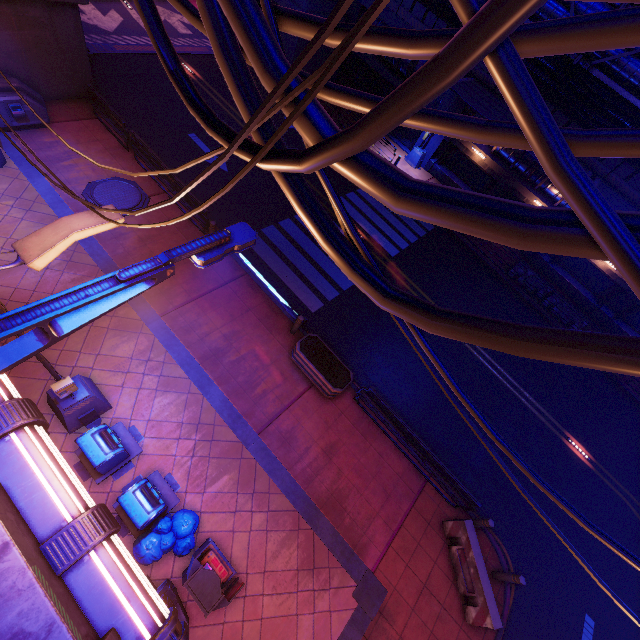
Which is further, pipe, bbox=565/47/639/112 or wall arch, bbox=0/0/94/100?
pipe, bbox=565/47/639/112

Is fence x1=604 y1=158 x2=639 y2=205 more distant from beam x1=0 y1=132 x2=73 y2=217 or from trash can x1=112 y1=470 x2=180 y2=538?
trash can x1=112 y1=470 x2=180 y2=538

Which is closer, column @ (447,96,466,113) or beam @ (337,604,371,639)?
beam @ (337,604,371,639)

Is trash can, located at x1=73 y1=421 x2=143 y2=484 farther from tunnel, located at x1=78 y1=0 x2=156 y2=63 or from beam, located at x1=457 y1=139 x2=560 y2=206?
beam, located at x1=457 y1=139 x2=560 y2=206

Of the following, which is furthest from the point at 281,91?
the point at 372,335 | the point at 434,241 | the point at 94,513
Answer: the point at 434,241

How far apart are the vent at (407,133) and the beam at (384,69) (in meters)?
0.35

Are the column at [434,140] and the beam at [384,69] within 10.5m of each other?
yes

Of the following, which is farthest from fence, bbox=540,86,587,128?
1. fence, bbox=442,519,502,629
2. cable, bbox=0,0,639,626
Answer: cable, bbox=0,0,639,626
